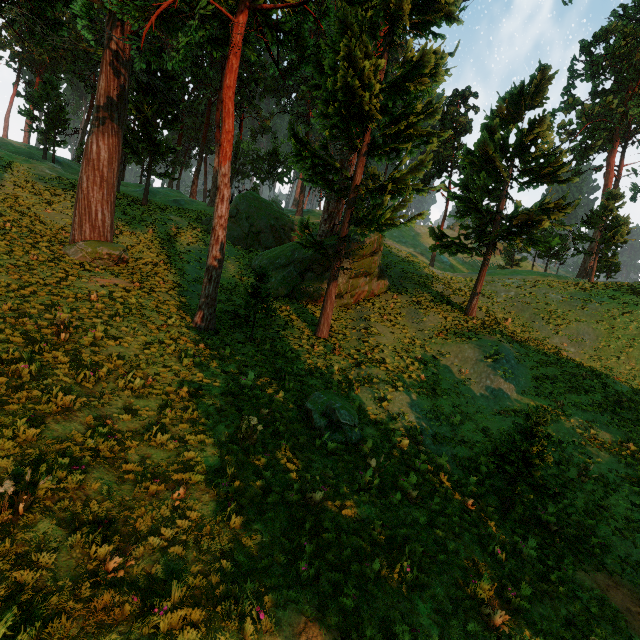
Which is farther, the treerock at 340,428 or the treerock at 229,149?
the treerock at 229,149

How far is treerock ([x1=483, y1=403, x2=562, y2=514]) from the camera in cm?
940

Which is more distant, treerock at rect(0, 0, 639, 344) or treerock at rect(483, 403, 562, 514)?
treerock at rect(0, 0, 639, 344)

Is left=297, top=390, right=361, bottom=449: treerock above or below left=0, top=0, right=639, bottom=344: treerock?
below

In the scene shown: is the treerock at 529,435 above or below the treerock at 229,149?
below

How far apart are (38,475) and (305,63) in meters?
21.1
